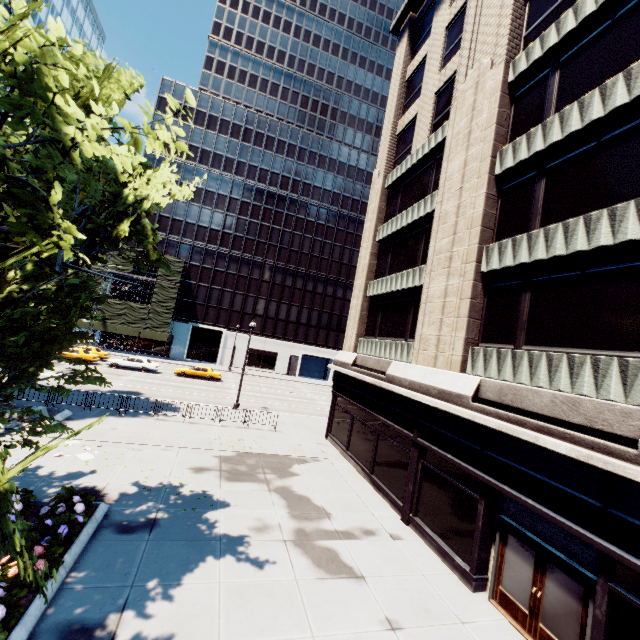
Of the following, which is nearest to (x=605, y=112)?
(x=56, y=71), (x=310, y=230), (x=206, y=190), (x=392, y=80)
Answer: (x=56, y=71)

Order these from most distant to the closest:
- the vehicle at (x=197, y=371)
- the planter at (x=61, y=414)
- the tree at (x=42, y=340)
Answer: the vehicle at (x=197, y=371)
the planter at (x=61, y=414)
the tree at (x=42, y=340)

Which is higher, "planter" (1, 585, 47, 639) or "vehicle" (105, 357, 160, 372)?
"vehicle" (105, 357, 160, 372)

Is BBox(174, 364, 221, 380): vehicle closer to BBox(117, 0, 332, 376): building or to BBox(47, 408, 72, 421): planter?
BBox(117, 0, 332, 376): building

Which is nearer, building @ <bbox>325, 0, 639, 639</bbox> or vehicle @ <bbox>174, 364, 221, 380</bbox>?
building @ <bbox>325, 0, 639, 639</bbox>

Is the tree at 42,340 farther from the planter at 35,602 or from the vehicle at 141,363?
the vehicle at 141,363

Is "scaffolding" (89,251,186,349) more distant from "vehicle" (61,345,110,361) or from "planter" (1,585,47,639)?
"planter" (1,585,47,639)

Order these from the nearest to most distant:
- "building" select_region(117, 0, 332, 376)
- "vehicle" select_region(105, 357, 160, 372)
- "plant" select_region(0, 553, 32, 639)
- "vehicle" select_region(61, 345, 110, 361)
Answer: "plant" select_region(0, 553, 32, 639) < "vehicle" select_region(61, 345, 110, 361) < "vehicle" select_region(105, 357, 160, 372) < "building" select_region(117, 0, 332, 376)
